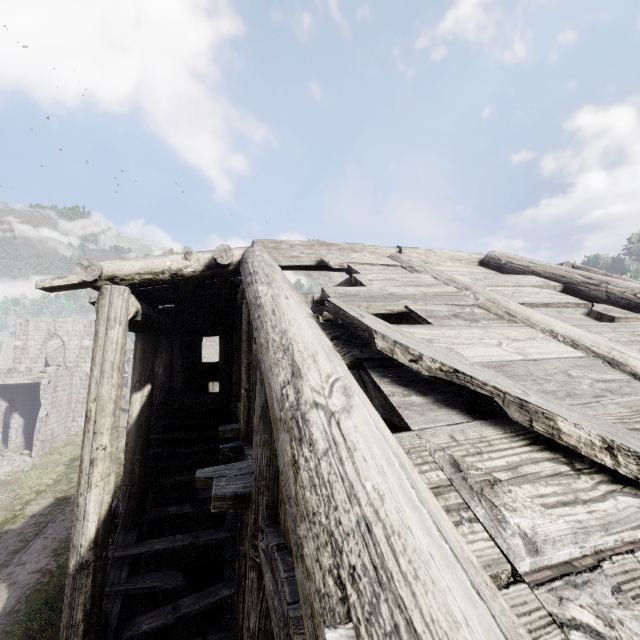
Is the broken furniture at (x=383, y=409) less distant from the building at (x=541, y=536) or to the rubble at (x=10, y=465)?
the building at (x=541, y=536)

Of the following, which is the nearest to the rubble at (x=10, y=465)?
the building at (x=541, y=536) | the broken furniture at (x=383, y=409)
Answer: the building at (x=541, y=536)

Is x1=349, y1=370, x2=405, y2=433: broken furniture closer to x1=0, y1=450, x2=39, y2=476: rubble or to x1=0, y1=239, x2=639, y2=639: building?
x1=0, y1=239, x2=639, y2=639: building

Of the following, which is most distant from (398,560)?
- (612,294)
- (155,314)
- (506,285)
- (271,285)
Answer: (155,314)

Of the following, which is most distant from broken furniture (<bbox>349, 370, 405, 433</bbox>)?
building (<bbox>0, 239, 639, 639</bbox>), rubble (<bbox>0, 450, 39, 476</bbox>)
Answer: rubble (<bbox>0, 450, 39, 476</bbox>)

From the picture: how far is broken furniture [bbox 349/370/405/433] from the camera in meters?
2.8

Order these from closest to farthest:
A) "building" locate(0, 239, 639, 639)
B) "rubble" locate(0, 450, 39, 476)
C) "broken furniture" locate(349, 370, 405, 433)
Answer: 1. "building" locate(0, 239, 639, 639)
2. "broken furniture" locate(349, 370, 405, 433)
3. "rubble" locate(0, 450, 39, 476)
